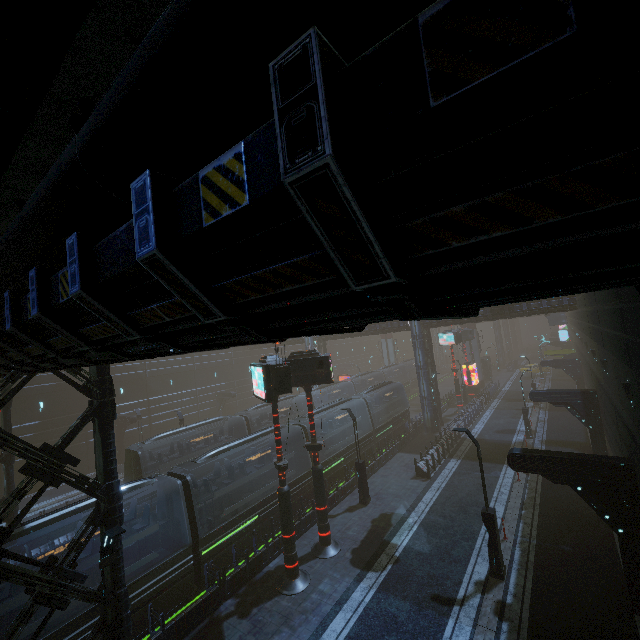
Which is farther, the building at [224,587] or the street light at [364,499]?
the street light at [364,499]

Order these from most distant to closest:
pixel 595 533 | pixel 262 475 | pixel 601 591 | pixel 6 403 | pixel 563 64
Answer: pixel 262 475 < pixel 595 533 < pixel 601 591 < pixel 6 403 < pixel 563 64

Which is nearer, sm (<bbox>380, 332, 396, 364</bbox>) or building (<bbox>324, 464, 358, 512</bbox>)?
building (<bbox>324, 464, 358, 512</bbox>)

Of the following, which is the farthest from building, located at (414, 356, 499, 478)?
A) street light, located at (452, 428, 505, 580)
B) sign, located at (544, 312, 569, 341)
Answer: street light, located at (452, 428, 505, 580)

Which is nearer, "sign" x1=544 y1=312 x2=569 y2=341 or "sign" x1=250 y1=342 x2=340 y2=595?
"sign" x1=250 y1=342 x2=340 y2=595

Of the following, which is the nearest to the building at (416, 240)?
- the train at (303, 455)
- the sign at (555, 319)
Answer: the sign at (555, 319)

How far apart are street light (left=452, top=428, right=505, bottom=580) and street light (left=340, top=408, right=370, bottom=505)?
7.10m

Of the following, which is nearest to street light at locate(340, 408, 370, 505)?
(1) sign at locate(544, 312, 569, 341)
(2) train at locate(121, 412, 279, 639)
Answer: (2) train at locate(121, 412, 279, 639)
